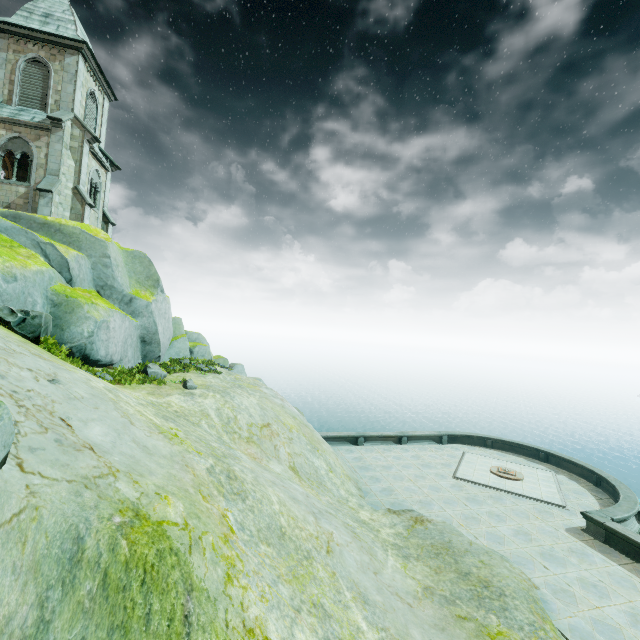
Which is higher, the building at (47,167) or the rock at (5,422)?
the building at (47,167)

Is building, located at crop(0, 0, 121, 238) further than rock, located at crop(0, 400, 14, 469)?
Yes

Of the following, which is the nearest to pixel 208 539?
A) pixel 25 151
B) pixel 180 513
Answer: pixel 180 513

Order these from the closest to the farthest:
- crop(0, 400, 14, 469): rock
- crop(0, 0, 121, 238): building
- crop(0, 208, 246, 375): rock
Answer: crop(0, 400, 14, 469): rock
crop(0, 208, 246, 375): rock
crop(0, 0, 121, 238): building

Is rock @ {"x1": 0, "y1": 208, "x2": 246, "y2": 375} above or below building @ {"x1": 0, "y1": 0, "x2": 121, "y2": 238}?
below

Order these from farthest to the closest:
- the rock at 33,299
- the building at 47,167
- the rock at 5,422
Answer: the building at 47,167
the rock at 33,299
the rock at 5,422
